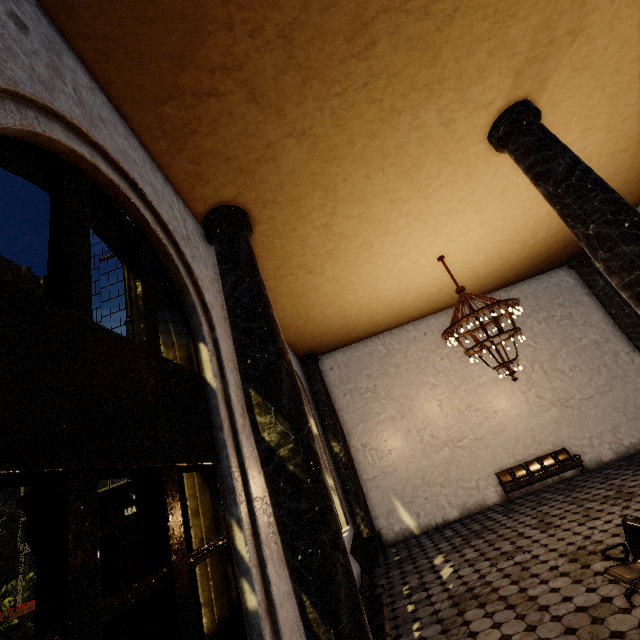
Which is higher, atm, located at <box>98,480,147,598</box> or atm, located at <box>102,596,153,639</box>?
atm, located at <box>98,480,147,598</box>

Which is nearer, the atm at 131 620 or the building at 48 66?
the building at 48 66

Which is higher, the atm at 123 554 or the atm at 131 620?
the atm at 123 554

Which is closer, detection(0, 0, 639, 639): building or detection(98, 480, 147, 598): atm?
detection(0, 0, 639, 639): building

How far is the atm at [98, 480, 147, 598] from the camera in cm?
322

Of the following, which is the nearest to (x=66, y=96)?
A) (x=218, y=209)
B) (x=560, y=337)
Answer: (x=218, y=209)
